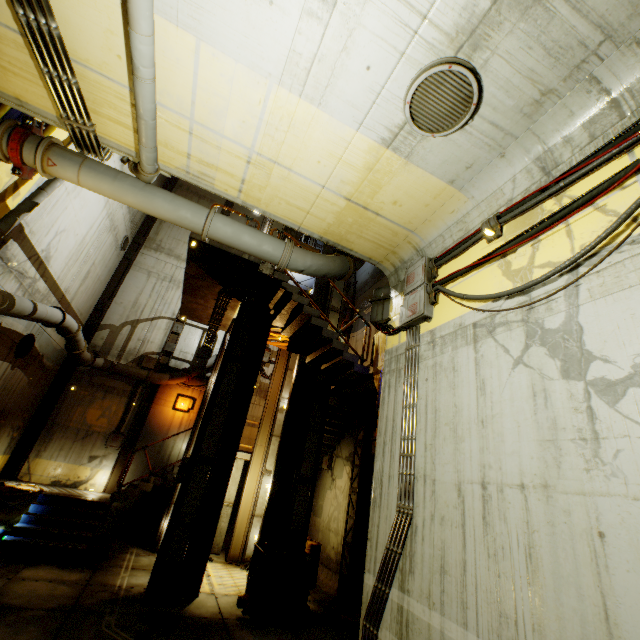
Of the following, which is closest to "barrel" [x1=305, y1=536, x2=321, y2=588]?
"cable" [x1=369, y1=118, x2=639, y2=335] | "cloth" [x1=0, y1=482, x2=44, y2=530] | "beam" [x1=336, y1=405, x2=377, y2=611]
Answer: "beam" [x1=336, y1=405, x2=377, y2=611]

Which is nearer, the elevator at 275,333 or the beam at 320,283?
the beam at 320,283

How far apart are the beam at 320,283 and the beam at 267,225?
2.03m

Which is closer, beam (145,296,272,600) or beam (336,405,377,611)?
beam (145,296,272,600)

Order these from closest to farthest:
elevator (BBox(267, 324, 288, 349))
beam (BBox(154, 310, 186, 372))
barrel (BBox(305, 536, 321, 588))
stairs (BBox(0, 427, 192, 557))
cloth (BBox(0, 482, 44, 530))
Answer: stairs (BBox(0, 427, 192, 557))
cloth (BBox(0, 482, 44, 530))
barrel (BBox(305, 536, 321, 588))
elevator (BBox(267, 324, 288, 349))
beam (BBox(154, 310, 186, 372))

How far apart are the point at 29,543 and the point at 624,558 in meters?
12.8

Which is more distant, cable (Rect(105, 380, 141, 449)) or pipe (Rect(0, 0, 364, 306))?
cable (Rect(105, 380, 141, 449))

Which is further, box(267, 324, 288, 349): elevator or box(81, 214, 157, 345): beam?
box(81, 214, 157, 345): beam
